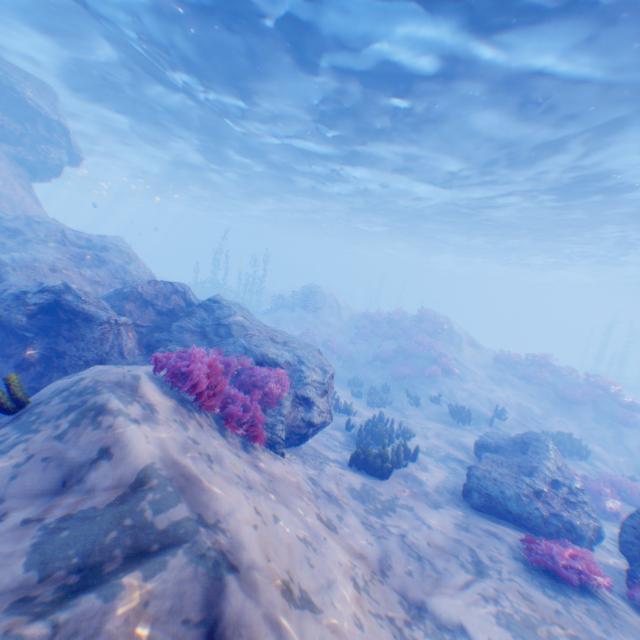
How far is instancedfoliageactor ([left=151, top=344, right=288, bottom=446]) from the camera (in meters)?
5.00

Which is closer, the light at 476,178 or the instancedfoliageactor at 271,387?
the instancedfoliageactor at 271,387

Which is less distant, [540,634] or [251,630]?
[251,630]

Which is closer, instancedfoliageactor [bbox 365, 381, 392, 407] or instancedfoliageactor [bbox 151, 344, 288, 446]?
instancedfoliageactor [bbox 151, 344, 288, 446]

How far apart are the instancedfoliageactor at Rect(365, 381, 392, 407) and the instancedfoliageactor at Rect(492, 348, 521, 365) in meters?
9.4

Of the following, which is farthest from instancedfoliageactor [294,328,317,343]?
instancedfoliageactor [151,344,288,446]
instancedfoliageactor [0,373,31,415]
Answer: instancedfoliageactor [0,373,31,415]

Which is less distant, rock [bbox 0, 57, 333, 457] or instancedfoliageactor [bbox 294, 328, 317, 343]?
rock [bbox 0, 57, 333, 457]

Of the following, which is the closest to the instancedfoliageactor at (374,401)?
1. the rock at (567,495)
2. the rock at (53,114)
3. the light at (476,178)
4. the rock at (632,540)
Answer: the rock at (567,495)
